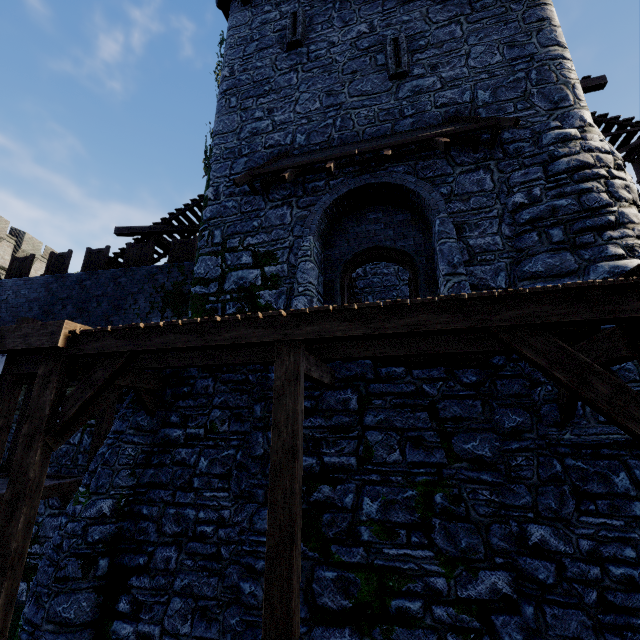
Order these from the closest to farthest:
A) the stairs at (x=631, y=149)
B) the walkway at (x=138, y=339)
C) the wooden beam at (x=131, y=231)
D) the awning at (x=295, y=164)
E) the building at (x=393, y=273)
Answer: the walkway at (x=138, y=339)
the awning at (x=295, y=164)
the stairs at (x=631, y=149)
the wooden beam at (x=131, y=231)
the building at (x=393, y=273)

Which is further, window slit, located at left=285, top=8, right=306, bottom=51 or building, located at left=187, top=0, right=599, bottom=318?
window slit, located at left=285, top=8, right=306, bottom=51

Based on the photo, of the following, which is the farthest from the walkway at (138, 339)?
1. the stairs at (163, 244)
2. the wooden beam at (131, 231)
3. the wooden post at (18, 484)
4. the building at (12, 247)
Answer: the building at (12, 247)

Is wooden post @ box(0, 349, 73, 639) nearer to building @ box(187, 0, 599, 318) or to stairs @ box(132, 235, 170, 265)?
building @ box(187, 0, 599, 318)

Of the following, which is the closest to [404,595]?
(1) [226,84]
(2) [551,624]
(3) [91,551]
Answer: (2) [551,624]

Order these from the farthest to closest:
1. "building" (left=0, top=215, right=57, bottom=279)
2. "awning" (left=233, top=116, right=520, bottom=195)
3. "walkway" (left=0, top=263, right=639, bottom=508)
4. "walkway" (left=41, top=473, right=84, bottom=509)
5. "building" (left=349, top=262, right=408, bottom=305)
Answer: "building" (left=0, top=215, right=57, bottom=279) < "building" (left=349, top=262, right=408, bottom=305) < "walkway" (left=41, top=473, right=84, bottom=509) < "awning" (left=233, top=116, right=520, bottom=195) < "walkway" (left=0, top=263, right=639, bottom=508)

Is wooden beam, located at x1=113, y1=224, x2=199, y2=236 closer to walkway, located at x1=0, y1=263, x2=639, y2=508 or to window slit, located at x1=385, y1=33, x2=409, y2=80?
walkway, located at x1=0, y1=263, x2=639, y2=508

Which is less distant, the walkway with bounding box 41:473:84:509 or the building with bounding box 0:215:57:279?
the walkway with bounding box 41:473:84:509
